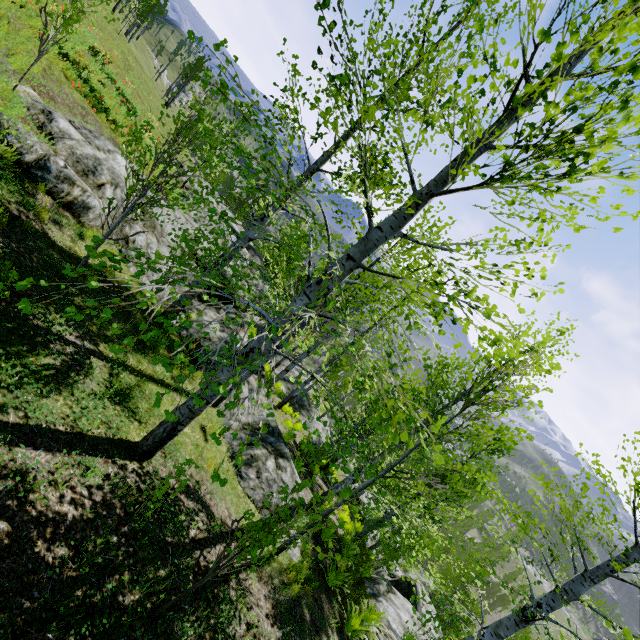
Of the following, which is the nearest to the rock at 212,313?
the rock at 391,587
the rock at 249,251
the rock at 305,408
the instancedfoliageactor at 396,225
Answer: the rock at 249,251

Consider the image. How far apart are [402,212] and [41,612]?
5.2m

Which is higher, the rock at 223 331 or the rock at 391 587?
the rock at 223 331

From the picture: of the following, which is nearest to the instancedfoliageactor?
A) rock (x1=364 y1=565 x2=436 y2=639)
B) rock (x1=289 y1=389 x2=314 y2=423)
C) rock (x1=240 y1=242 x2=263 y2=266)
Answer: rock (x1=364 y1=565 x2=436 y2=639)

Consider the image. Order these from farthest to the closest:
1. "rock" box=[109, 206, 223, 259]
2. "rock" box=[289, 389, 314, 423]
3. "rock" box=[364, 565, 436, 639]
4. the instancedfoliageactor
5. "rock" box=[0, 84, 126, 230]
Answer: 1. "rock" box=[289, 389, 314, 423]
2. "rock" box=[364, 565, 436, 639]
3. "rock" box=[109, 206, 223, 259]
4. "rock" box=[0, 84, 126, 230]
5. the instancedfoliageactor

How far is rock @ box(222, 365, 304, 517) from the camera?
7.65m

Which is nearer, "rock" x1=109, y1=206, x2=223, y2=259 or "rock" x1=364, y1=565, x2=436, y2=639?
"rock" x1=109, y1=206, x2=223, y2=259
